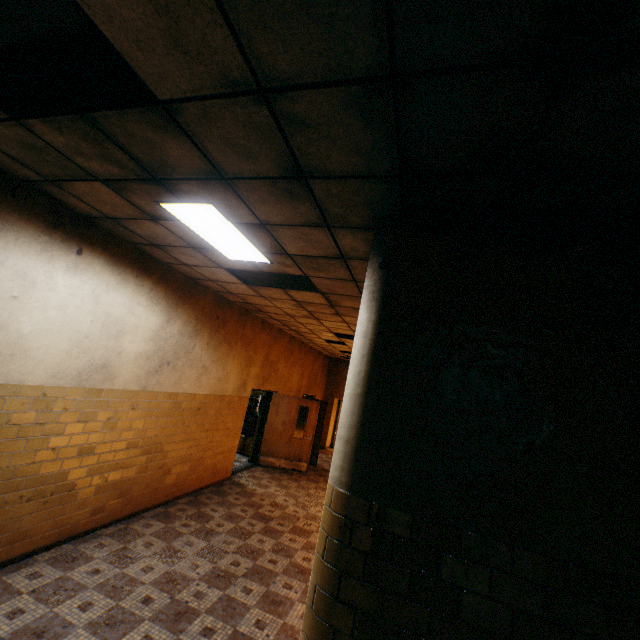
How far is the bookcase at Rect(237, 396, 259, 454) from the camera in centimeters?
1024cm

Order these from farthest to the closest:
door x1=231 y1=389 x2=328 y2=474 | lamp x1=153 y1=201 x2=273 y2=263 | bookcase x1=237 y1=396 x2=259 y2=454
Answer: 1. bookcase x1=237 y1=396 x2=259 y2=454
2. door x1=231 y1=389 x2=328 y2=474
3. lamp x1=153 y1=201 x2=273 y2=263

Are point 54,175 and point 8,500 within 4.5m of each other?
yes

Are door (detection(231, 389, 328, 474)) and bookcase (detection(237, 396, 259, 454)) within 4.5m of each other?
yes

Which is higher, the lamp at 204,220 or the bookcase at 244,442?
the lamp at 204,220

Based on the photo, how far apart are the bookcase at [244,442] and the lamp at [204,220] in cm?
708

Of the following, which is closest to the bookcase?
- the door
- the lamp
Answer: the door

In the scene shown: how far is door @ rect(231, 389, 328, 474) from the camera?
9.5 meters
